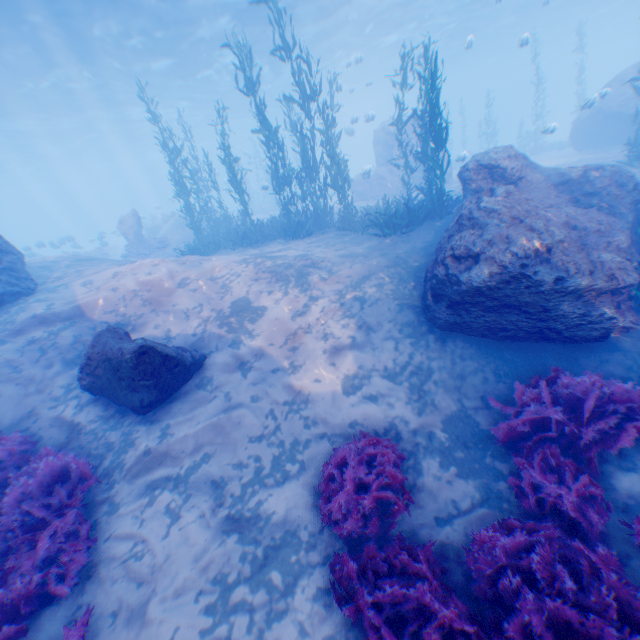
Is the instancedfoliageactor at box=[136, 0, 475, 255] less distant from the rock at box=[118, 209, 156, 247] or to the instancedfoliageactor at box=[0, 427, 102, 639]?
the rock at box=[118, 209, 156, 247]

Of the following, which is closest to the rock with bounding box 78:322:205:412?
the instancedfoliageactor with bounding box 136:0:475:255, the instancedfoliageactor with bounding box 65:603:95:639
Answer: the instancedfoliageactor with bounding box 136:0:475:255

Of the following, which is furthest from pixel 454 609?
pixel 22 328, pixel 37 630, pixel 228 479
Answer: pixel 22 328

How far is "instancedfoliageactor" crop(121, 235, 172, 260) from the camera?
19.9 meters

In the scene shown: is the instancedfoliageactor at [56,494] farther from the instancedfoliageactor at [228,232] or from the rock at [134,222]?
the instancedfoliageactor at [228,232]

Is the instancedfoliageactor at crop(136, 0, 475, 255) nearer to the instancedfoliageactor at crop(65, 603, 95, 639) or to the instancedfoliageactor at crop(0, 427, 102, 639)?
the instancedfoliageactor at crop(0, 427, 102, 639)

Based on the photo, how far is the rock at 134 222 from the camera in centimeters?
2095cm

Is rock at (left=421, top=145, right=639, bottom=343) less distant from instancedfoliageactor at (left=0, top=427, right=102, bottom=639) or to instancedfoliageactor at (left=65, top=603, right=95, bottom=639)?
instancedfoliageactor at (left=0, top=427, right=102, bottom=639)
